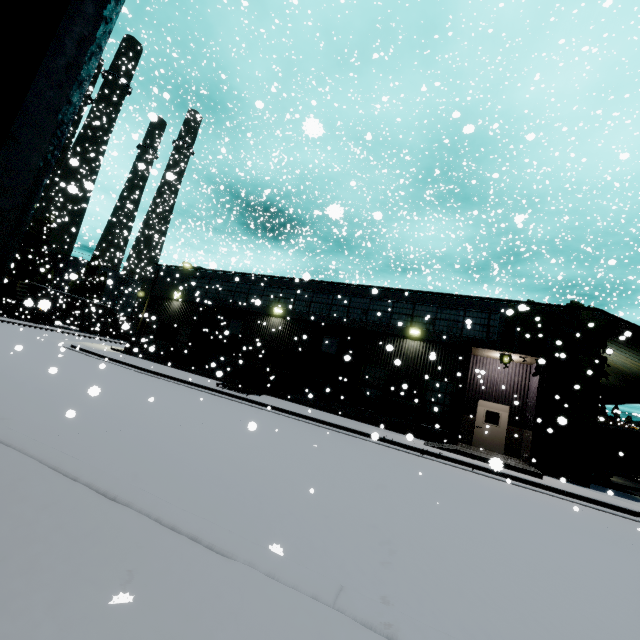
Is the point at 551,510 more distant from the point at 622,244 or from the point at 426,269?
the point at 622,244

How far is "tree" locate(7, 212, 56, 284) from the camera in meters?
47.5 m

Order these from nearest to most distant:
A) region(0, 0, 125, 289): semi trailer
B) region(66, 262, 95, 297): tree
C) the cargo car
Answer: region(0, 0, 125, 289): semi trailer, the cargo car, region(66, 262, 95, 297): tree

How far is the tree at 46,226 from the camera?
47.5 meters

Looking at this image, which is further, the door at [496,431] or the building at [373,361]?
the door at [496,431]

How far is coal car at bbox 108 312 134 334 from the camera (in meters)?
5.80

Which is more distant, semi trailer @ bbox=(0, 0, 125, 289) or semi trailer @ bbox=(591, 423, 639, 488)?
semi trailer @ bbox=(591, 423, 639, 488)

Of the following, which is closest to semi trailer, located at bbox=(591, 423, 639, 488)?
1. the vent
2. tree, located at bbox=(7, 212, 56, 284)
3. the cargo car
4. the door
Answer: the cargo car
